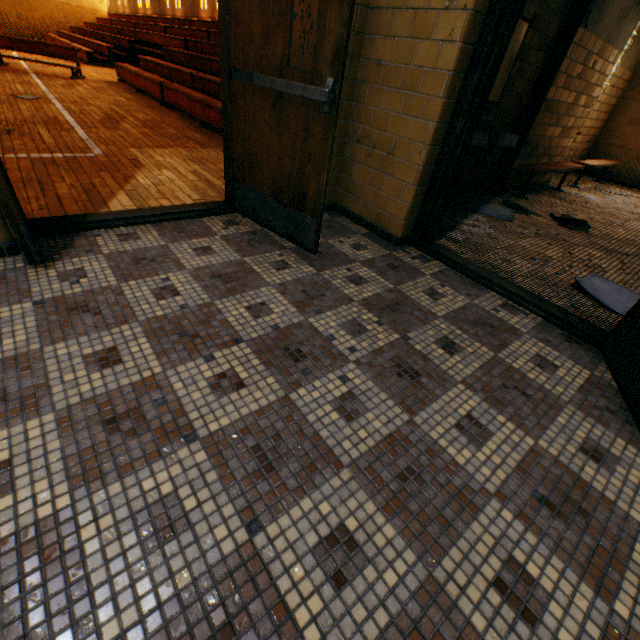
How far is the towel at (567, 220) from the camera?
4.12m

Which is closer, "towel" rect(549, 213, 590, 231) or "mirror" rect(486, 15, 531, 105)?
"mirror" rect(486, 15, 531, 105)

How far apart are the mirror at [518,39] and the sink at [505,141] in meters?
0.1

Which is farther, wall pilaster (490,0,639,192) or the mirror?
wall pilaster (490,0,639,192)

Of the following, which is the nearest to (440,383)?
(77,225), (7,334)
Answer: (7,334)

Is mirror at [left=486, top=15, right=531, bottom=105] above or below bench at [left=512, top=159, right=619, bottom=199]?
above

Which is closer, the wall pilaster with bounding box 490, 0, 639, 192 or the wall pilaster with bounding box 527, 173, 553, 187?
the wall pilaster with bounding box 490, 0, 639, 192

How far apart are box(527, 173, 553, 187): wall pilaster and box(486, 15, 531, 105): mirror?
0.9 meters
